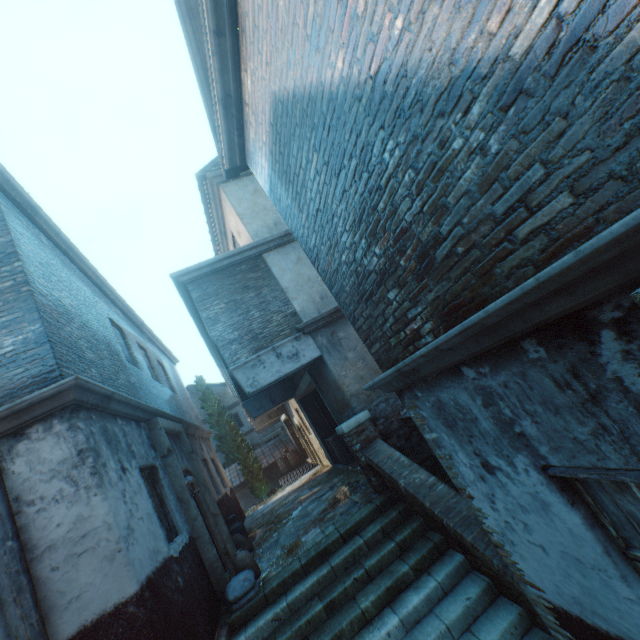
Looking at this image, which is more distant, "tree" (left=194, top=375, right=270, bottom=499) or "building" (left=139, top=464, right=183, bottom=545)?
"tree" (left=194, top=375, right=270, bottom=499)

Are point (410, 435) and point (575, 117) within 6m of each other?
no

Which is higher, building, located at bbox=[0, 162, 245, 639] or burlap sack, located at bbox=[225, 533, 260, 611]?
building, located at bbox=[0, 162, 245, 639]

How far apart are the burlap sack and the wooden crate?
4.9 meters

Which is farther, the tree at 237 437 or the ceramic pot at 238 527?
the tree at 237 437

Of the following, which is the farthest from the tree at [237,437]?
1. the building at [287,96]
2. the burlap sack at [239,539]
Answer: the burlap sack at [239,539]

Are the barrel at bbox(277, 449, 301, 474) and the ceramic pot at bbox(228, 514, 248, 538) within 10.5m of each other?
no

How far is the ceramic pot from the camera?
8.6 meters
